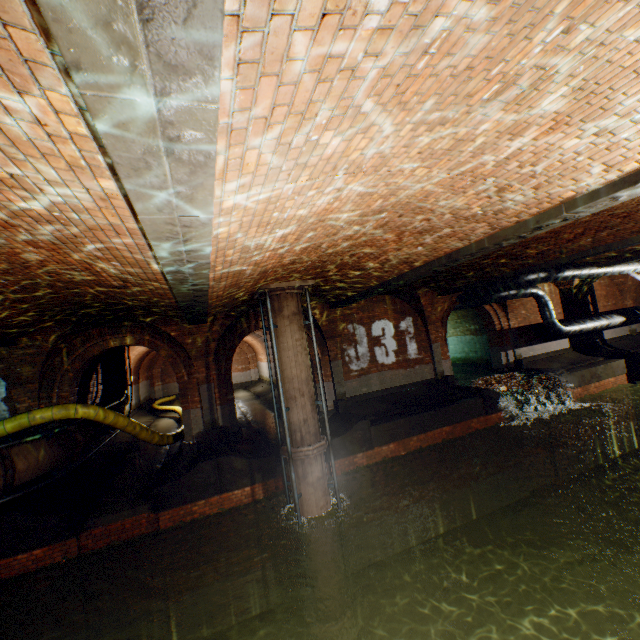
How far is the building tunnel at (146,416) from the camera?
18.1m

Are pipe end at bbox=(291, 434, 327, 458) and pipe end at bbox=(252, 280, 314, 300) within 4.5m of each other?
yes

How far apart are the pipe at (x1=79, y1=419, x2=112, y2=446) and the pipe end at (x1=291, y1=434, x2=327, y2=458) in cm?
552

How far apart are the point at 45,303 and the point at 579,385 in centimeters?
1950cm

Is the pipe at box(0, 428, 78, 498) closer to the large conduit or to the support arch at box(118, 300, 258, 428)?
the large conduit

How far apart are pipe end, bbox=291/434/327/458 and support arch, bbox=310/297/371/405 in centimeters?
367cm

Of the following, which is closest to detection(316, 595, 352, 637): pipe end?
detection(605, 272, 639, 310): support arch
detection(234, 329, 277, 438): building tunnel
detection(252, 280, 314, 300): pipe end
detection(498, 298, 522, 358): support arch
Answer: detection(234, 329, 277, 438): building tunnel

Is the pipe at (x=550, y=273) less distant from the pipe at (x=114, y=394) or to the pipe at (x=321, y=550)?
the pipe at (x=321, y=550)
